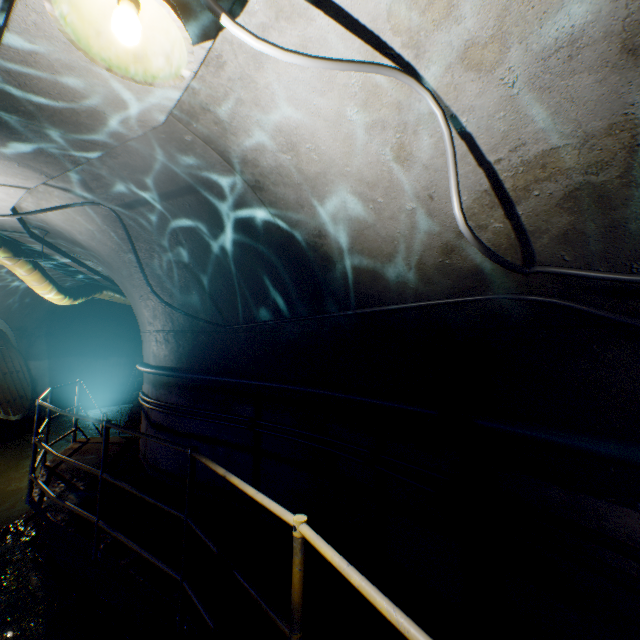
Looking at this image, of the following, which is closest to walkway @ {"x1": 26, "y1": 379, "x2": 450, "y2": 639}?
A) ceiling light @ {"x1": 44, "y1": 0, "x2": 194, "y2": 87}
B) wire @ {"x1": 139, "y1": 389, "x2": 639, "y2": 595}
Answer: wire @ {"x1": 139, "y1": 389, "x2": 639, "y2": 595}

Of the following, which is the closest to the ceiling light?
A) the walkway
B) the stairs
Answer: the walkway

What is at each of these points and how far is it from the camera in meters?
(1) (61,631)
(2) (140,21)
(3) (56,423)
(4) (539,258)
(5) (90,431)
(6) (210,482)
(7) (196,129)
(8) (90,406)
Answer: (1) building tunnel, 3.2
(2) ceiling light, 1.3
(3) building tunnel, 10.8
(4) building tunnel, 1.8
(5) building tunnel, 10.6
(6) building tunnel, 4.3
(7) building tunnel, 2.6
(8) building tunnel, 13.0

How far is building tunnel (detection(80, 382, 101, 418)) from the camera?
12.4 meters

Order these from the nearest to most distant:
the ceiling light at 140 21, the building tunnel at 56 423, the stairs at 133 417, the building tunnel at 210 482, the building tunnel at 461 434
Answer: the ceiling light at 140 21 < the building tunnel at 461 434 < the building tunnel at 210 482 < the building tunnel at 56 423 < the stairs at 133 417

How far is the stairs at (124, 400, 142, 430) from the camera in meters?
10.1 m

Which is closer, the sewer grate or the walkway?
the walkway

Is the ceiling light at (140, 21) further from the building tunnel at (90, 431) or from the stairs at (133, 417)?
the stairs at (133, 417)
